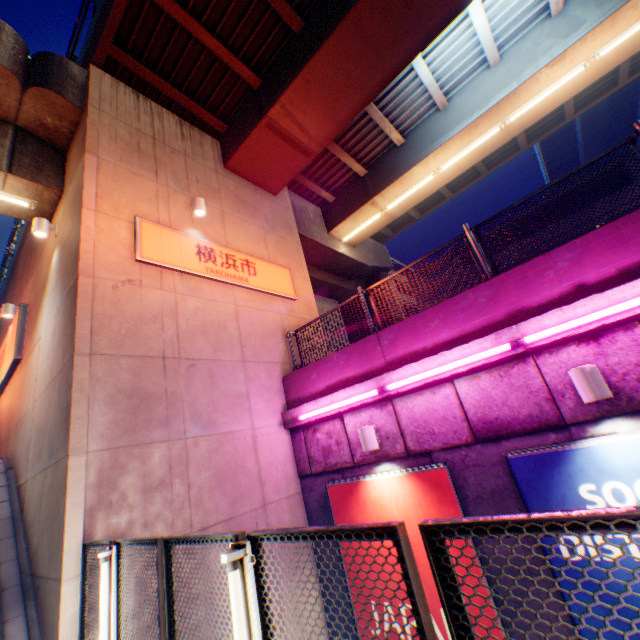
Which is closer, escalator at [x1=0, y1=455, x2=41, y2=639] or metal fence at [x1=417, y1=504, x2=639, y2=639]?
metal fence at [x1=417, y1=504, x2=639, y2=639]

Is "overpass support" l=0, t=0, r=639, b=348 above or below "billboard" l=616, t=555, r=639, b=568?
above

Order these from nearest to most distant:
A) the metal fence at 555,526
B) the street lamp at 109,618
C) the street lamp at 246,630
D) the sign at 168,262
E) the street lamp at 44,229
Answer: the metal fence at 555,526, the street lamp at 246,630, the street lamp at 109,618, the sign at 168,262, the street lamp at 44,229

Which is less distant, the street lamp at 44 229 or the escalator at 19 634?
the escalator at 19 634

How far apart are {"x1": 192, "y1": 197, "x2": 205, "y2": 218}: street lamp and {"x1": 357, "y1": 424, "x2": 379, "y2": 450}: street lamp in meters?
6.3 m

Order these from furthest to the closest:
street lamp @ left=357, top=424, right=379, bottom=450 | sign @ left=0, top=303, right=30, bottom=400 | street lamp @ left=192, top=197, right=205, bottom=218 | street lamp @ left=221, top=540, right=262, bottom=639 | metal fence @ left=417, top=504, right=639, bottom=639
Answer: sign @ left=0, top=303, right=30, bottom=400 < street lamp @ left=192, top=197, right=205, bottom=218 < street lamp @ left=357, top=424, right=379, bottom=450 < street lamp @ left=221, top=540, right=262, bottom=639 < metal fence @ left=417, top=504, right=639, bottom=639

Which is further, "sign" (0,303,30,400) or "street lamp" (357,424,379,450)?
"sign" (0,303,30,400)

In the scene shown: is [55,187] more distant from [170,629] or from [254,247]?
[170,629]
